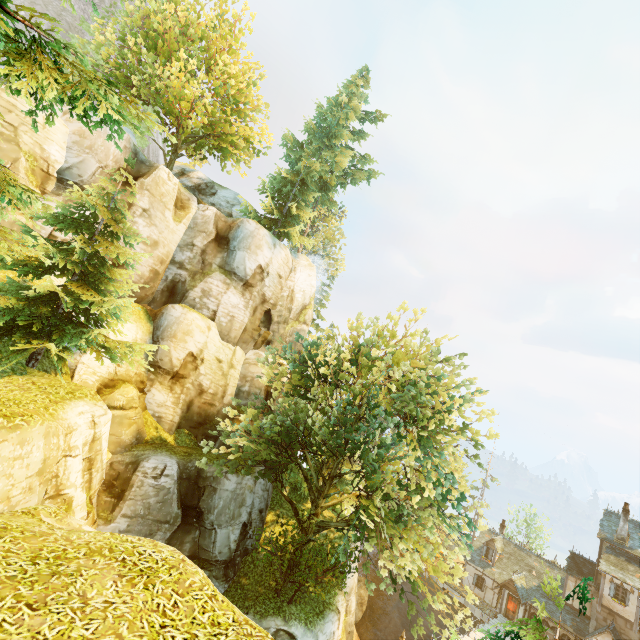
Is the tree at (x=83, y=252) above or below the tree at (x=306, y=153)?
below

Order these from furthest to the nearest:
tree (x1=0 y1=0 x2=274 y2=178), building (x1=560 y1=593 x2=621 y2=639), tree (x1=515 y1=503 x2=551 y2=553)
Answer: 1. tree (x1=515 y1=503 x2=551 y2=553)
2. building (x1=560 y1=593 x2=621 y2=639)
3. tree (x1=0 y1=0 x2=274 y2=178)

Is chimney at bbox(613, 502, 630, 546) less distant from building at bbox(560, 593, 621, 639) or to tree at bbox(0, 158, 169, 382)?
building at bbox(560, 593, 621, 639)

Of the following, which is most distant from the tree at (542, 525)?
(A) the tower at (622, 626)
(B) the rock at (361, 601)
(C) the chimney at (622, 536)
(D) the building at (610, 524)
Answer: (C) the chimney at (622, 536)

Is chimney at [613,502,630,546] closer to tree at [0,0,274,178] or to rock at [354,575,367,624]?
tree at [0,0,274,178]

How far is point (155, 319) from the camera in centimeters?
2292cm

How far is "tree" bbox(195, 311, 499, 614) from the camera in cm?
1539
